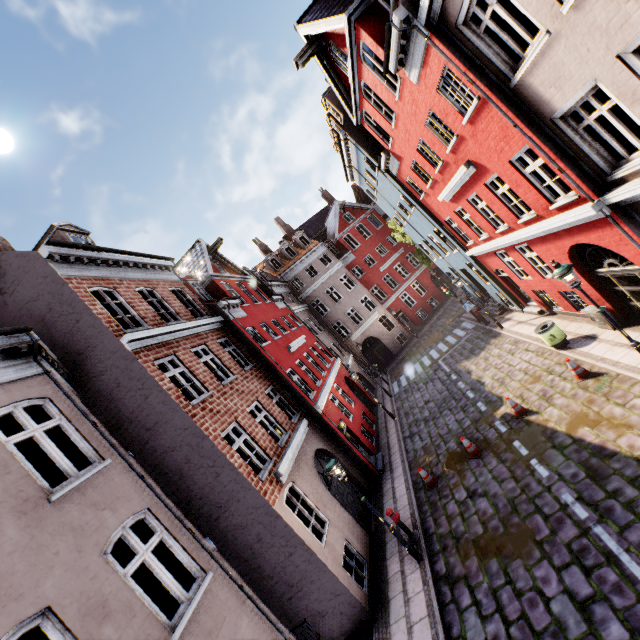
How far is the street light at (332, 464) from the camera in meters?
9.1

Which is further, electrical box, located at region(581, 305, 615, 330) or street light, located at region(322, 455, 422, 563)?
electrical box, located at region(581, 305, 615, 330)

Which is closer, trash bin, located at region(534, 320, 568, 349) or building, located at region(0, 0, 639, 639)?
building, located at region(0, 0, 639, 639)

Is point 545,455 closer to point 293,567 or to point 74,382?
point 293,567

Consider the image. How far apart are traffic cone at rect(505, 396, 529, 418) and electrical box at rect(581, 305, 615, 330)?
Answer: 3.7m

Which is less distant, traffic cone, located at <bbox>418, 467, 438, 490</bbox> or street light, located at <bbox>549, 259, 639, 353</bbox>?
street light, located at <bbox>549, 259, 639, 353</bbox>

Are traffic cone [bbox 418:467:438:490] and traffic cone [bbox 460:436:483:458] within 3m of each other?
yes

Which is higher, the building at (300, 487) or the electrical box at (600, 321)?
the building at (300, 487)
